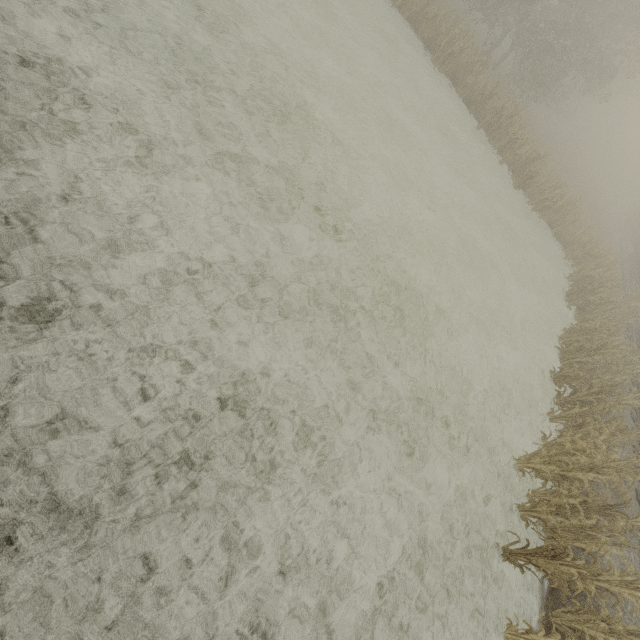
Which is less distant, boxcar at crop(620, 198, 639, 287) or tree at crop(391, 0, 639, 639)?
tree at crop(391, 0, 639, 639)

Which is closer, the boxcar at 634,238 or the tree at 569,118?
the tree at 569,118

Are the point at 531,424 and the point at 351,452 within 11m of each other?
yes
